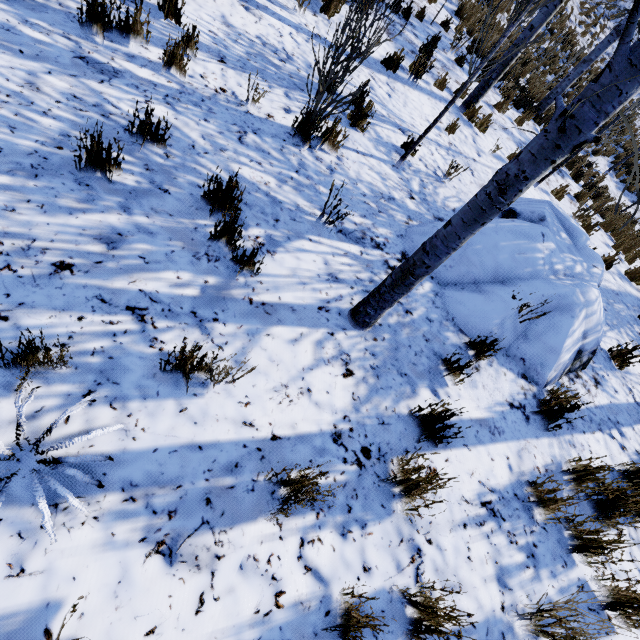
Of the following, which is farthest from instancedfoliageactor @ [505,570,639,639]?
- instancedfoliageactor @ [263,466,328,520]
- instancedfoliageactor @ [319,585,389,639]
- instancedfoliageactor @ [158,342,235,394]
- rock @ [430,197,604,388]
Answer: instancedfoliageactor @ [319,585,389,639]

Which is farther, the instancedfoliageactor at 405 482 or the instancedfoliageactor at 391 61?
the instancedfoliageactor at 391 61

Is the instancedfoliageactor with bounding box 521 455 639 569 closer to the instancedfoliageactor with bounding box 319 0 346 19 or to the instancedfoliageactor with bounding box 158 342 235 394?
the instancedfoliageactor with bounding box 319 0 346 19

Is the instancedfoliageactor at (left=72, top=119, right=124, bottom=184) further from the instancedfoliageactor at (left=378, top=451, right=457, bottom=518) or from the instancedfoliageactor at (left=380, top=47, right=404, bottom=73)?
the instancedfoliageactor at (left=378, top=451, right=457, bottom=518)

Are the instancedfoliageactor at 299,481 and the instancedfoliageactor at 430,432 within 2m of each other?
yes

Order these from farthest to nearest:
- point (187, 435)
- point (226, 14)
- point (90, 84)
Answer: point (226, 14) → point (90, 84) → point (187, 435)

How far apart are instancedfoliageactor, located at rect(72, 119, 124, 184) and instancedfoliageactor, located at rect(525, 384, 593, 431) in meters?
4.3

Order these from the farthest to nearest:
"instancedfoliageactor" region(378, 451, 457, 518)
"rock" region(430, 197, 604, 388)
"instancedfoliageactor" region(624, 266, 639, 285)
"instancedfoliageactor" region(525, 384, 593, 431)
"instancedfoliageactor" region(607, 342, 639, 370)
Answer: "instancedfoliageactor" region(624, 266, 639, 285)
"instancedfoliageactor" region(607, 342, 639, 370)
"rock" region(430, 197, 604, 388)
"instancedfoliageactor" region(525, 384, 593, 431)
"instancedfoliageactor" region(378, 451, 457, 518)
